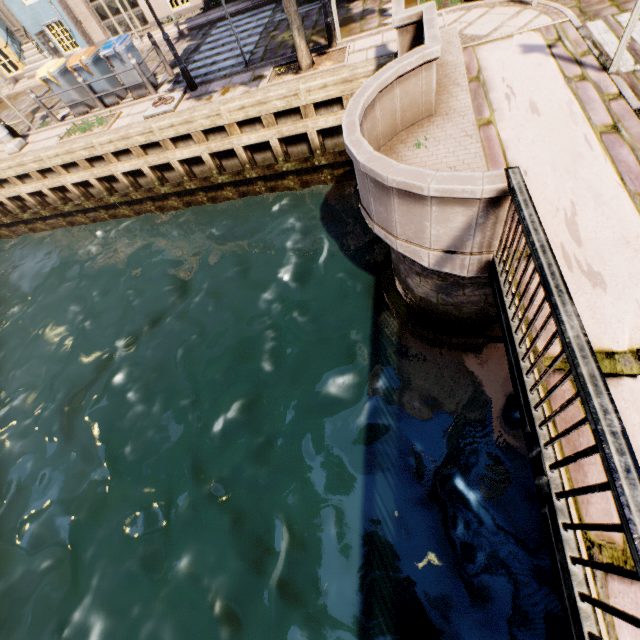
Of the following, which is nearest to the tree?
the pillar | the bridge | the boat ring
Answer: the bridge

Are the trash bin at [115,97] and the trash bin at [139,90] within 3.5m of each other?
yes

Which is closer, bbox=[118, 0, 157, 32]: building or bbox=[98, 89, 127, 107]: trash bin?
bbox=[98, 89, 127, 107]: trash bin

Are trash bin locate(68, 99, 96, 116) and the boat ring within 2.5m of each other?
no

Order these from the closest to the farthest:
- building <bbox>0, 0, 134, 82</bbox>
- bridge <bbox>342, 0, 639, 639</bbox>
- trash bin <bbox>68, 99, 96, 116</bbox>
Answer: bridge <bbox>342, 0, 639, 639</bbox>
trash bin <bbox>68, 99, 96, 116</bbox>
building <bbox>0, 0, 134, 82</bbox>

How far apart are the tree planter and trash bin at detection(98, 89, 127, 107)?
5.8m

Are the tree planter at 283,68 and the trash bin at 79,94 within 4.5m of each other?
no

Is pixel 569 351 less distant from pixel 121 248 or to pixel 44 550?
pixel 44 550
